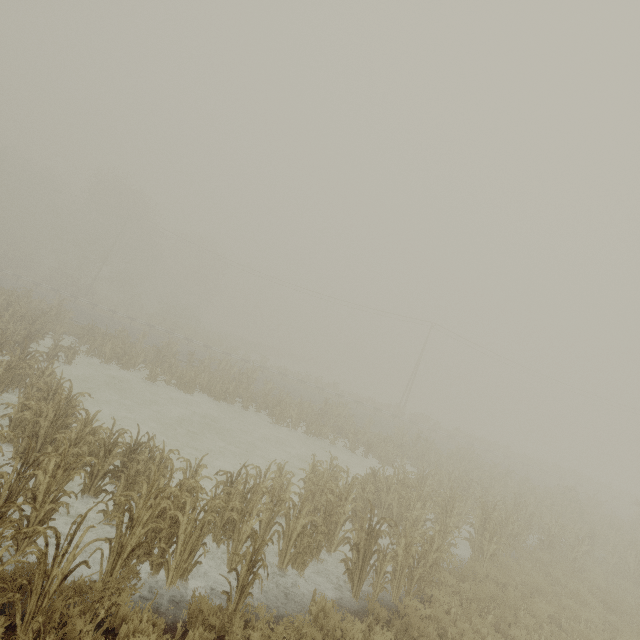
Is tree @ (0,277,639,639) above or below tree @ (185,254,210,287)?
below

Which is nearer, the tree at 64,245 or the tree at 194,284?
the tree at 64,245

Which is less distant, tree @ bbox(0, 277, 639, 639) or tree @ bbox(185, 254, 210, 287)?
tree @ bbox(0, 277, 639, 639)

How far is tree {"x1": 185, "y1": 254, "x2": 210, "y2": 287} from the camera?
57.4 meters

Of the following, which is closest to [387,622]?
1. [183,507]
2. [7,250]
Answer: [183,507]

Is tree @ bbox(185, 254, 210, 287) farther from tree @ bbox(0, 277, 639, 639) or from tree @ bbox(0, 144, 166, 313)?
tree @ bbox(0, 277, 639, 639)

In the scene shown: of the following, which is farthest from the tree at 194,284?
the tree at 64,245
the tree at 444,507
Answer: the tree at 444,507
